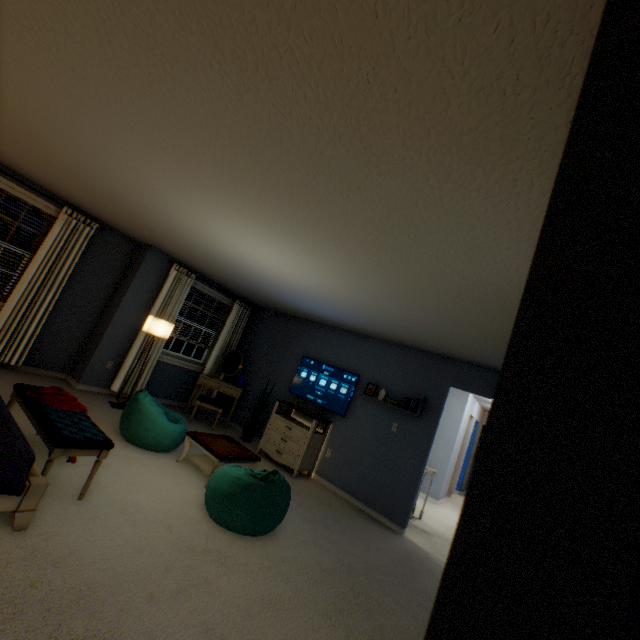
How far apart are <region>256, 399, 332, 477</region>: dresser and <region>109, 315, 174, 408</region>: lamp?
2.1 meters

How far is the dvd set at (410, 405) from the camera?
4.60m

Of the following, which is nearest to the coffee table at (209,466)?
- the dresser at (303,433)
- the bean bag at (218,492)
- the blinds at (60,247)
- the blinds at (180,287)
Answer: the bean bag at (218,492)

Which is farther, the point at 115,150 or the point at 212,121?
the point at 115,150

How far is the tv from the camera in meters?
5.3

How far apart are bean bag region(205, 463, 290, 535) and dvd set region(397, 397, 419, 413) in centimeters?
218cm

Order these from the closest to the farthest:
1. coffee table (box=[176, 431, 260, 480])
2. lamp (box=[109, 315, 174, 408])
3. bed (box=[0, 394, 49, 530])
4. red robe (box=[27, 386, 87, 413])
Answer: bed (box=[0, 394, 49, 530]), red robe (box=[27, 386, 87, 413]), coffee table (box=[176, 431, 260, 480]), lamp (box=[109, 315, 174, 408])

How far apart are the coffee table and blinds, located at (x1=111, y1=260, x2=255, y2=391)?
2.1m
